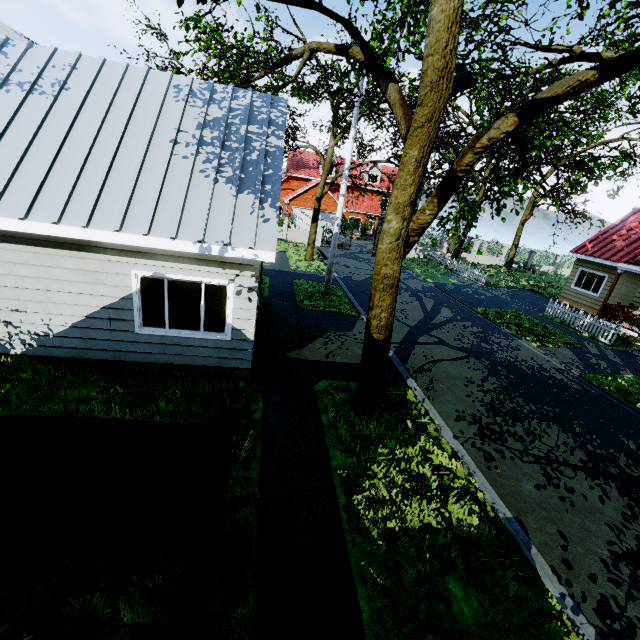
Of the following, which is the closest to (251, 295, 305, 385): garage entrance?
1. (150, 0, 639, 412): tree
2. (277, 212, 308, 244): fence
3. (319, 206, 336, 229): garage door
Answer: (150, 0, 639, 412): tree

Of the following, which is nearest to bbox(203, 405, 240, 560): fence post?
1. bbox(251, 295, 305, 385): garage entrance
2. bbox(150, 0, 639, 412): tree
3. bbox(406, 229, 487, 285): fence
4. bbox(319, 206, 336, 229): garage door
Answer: bbox(150, 0, 639, 412): tree

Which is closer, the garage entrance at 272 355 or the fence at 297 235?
the garage entrance at 272 355

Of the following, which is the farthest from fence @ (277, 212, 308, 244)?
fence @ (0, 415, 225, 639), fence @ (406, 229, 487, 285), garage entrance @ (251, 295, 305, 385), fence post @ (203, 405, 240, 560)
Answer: fence post @ (203, 405, 240, 560)

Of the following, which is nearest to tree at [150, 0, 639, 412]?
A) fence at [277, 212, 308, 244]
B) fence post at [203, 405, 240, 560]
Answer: fence at [277, 212, 308, 244]

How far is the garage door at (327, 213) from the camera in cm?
3650

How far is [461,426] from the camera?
7.65m

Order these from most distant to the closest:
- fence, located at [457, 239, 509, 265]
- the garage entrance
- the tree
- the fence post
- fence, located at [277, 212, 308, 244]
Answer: fence, located at [457, 239, 509, 265]
fence, located at [277, 212, 308, 244]
the garage entrance
the tree
the fence post
